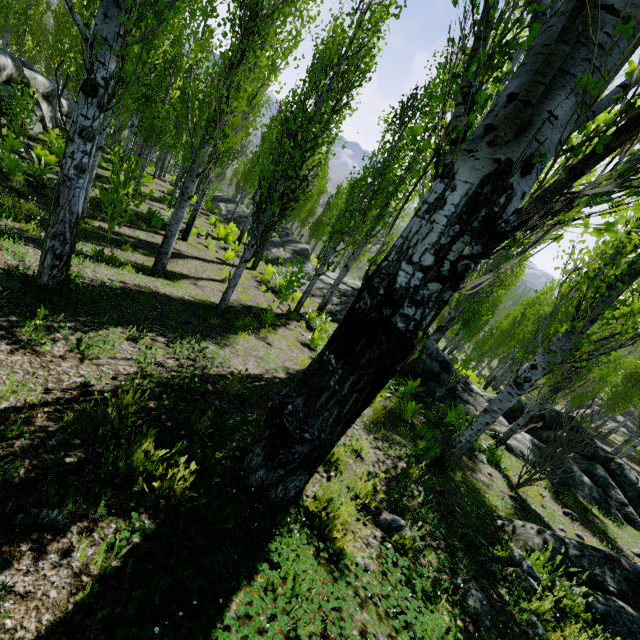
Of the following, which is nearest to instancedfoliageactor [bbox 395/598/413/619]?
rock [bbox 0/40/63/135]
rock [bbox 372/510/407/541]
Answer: rock [bbox 0/40/63/135]

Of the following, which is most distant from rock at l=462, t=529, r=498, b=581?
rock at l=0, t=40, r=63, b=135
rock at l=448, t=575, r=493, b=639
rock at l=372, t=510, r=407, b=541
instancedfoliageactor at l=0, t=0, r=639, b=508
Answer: rock at l=0, t=40, r=63, b=135

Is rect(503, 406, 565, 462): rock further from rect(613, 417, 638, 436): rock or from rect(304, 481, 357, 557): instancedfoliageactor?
rect(613, 417, 638, 436): rock

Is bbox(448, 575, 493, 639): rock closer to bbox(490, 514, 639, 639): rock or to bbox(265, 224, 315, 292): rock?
bbox(490, 514, 639, 639): rock

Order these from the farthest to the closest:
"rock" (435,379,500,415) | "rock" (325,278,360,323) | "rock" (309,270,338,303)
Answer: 1. "rock" (309,270,338,303)
2. "rock" (325,278,360,323)
3. "rock" (435,379,500,415)

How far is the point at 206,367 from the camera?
4.5m

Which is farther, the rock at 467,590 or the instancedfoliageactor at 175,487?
the rock at 467,590

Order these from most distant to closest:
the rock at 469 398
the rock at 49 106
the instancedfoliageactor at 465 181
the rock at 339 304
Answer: the rock at 339 304
the rock at 49 106
the rock at 469 398
the instancedfoliageactor at 465 181
